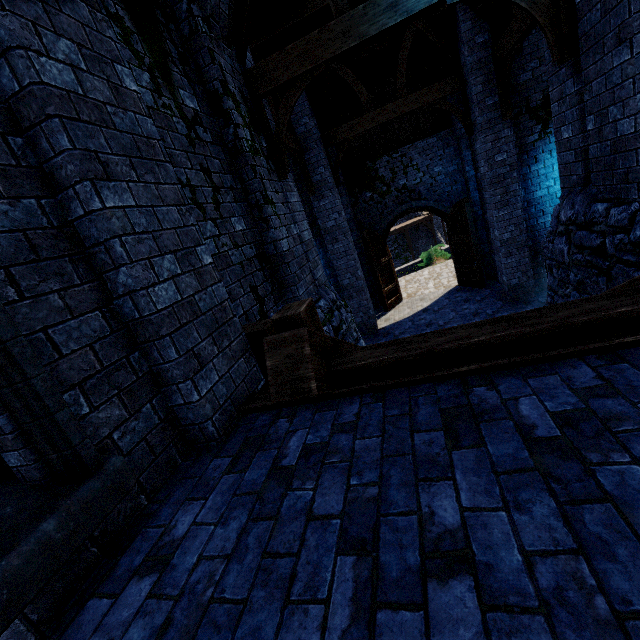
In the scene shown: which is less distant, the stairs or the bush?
the stairs

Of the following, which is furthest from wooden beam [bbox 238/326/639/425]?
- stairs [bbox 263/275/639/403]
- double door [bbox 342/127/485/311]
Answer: double door [bbox 342/127/485/311]

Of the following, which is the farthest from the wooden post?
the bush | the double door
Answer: the bush

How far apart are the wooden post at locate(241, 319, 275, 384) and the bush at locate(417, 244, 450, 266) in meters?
18.3

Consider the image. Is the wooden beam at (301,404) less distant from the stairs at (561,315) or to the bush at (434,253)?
the stairs at (561,315)

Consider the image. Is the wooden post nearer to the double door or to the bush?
the double door

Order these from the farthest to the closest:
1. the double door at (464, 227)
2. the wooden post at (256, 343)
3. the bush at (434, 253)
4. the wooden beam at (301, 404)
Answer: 1. the bush at (434, 253)
2. the double door at (464, 227)
3. the wooden post at (256, 343)
4. the wooden beam at (301, 404)

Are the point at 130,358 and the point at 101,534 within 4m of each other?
yes
